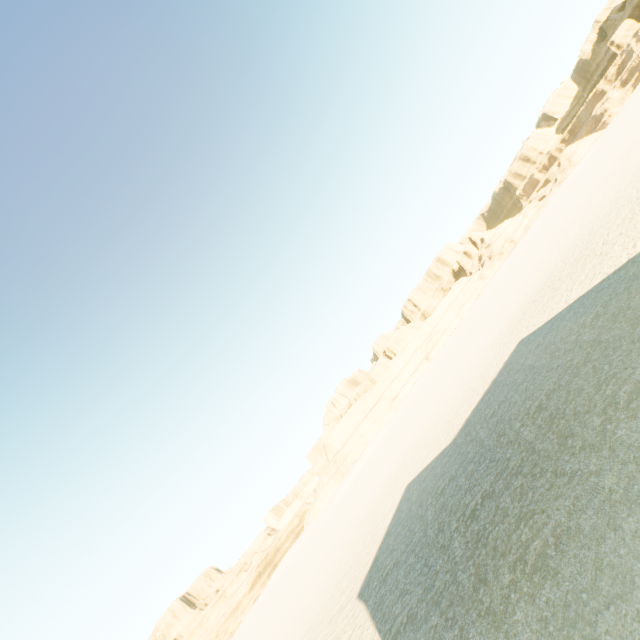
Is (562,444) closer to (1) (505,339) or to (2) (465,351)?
(1) (505,339)
